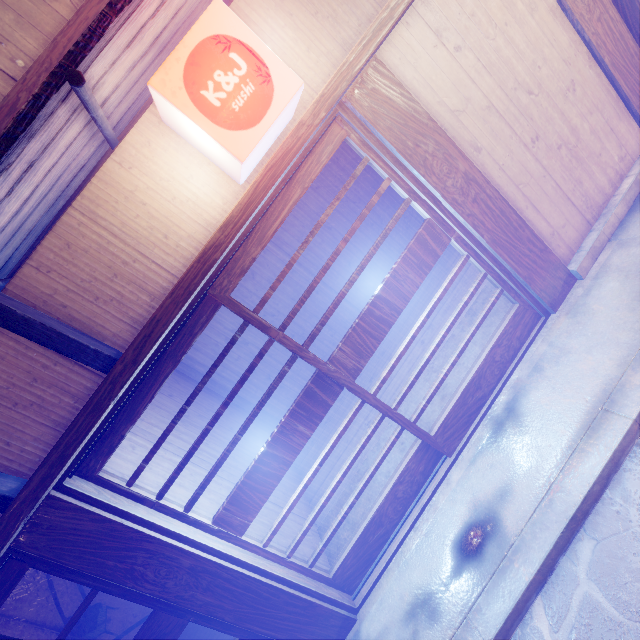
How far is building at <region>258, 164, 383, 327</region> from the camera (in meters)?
12.07

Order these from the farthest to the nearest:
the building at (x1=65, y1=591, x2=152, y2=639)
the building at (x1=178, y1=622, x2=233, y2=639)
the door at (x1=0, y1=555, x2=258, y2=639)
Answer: the building at (x1=65, y1=591, x2=152, y2=639) < the building at (x1=178, y1=622, x2=233, y2=639) < the door at (x1=0, y1=555, x2=258, y2=639)

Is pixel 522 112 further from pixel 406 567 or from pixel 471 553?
pixel 406 567

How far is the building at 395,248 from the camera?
12.7 meters

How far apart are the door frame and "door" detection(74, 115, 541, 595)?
0.0 meters

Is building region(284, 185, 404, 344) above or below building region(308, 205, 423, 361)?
above

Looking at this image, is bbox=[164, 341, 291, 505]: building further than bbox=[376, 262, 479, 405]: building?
No
